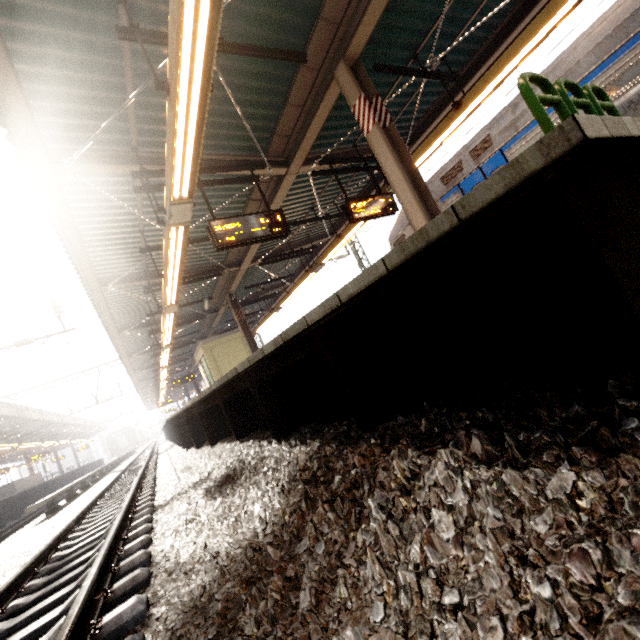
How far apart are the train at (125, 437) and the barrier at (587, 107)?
65.2m

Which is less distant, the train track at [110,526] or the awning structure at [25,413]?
the train track at [110,526]

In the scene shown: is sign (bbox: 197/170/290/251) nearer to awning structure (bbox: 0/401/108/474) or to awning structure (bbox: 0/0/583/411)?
awning structure (bbox: 0/0/583/411)

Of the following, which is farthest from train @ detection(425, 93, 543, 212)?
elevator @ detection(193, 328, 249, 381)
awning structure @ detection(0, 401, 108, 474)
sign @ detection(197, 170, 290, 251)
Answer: awning structure @ detection(0, 401, 108, 474)

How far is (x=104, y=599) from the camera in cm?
234

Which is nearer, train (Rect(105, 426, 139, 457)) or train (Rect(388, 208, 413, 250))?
train (Rect(388, 208, 413, 250))

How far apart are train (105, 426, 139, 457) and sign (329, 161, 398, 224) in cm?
6114

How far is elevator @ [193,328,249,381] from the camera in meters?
16.2 m
